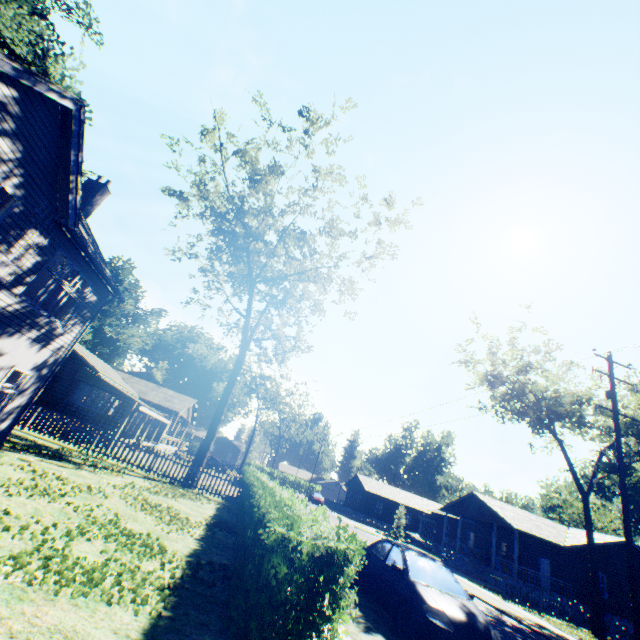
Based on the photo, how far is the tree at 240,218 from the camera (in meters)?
19.09

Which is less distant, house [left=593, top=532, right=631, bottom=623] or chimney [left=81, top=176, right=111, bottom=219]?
chimney [left=81, top=176, right=111, bottom=219]

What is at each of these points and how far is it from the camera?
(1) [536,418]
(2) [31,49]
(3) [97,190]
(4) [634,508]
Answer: (1) tree, 27.5 meters
(2) plant, 30.3 meters
(3) chimney, 16.5 meters
(4) plant, 36.7 meters

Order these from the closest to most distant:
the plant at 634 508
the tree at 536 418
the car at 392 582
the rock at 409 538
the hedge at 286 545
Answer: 1. the hedge at 286 545
2. the car at 392 582
3. the tree at 536 418
4. the plant at 634 508
5. the rock at 409 538

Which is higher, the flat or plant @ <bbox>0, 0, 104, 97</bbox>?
plant @ <bbox>0, 0, 104, 97</bbox>

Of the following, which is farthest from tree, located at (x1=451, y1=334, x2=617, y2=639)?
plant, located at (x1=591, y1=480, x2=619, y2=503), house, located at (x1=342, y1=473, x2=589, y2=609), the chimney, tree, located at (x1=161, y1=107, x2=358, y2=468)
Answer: the chimney

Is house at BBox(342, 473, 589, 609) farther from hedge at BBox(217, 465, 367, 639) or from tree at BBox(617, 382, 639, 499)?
hedge at BBox(217, 465, 367, 639)

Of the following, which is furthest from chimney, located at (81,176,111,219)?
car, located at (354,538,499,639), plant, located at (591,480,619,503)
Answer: plant, located at (591,480,619,503)
